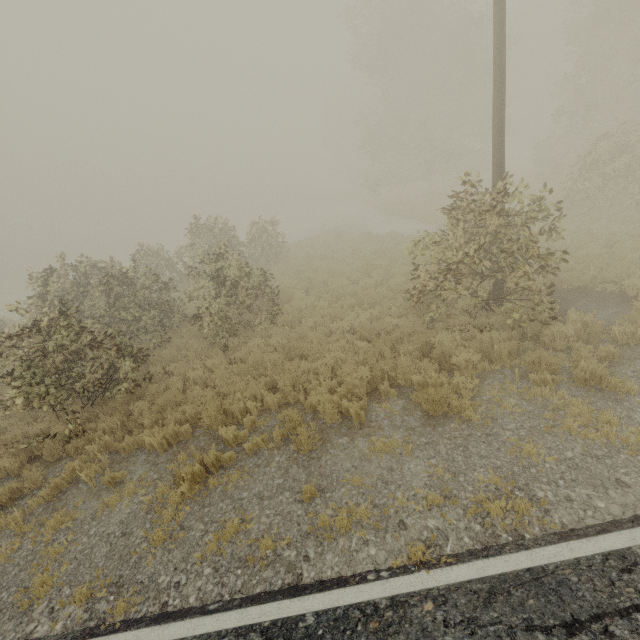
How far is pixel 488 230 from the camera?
6.3 meters
